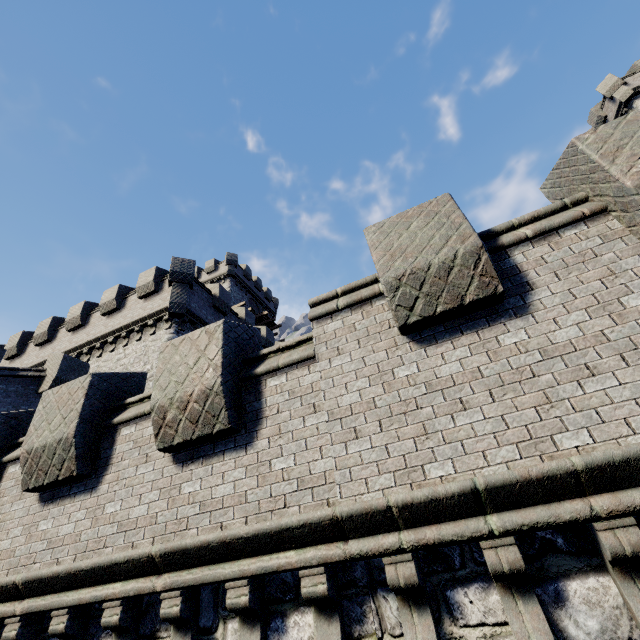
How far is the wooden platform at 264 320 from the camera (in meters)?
37.34

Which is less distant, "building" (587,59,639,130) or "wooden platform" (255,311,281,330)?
"building" (587,59,639,130)

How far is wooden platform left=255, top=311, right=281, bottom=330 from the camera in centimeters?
3734cm

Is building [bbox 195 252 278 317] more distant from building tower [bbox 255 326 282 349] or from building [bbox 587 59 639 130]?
building [bbox 587 59 639 130]

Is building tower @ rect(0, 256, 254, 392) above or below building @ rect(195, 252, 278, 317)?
below

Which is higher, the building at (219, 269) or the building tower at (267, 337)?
the building at (219, 269)

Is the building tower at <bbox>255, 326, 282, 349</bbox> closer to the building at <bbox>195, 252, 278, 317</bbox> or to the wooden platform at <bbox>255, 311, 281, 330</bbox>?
the building at <bbox>195, 252, 278, 317</bbox>

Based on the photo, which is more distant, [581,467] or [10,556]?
[10,556]
